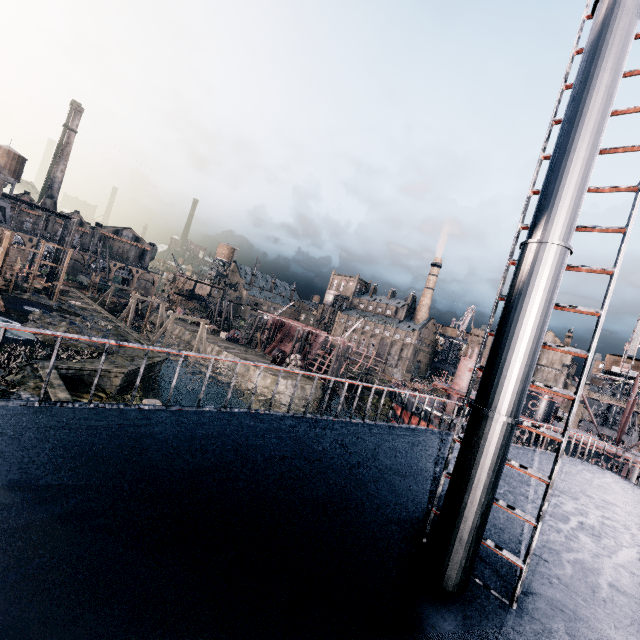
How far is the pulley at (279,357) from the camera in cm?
5066

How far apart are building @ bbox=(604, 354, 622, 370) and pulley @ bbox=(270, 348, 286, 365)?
51.9m

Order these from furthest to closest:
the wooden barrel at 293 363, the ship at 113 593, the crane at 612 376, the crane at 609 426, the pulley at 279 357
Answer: the pulley at 279 357
the wooden barrel at 293 363
the crane at 609 426
the crane at 612 376
the ship at 113 593

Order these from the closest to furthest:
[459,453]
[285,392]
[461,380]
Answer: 1. [459,453]
2. [285,392]
3. [461,380]

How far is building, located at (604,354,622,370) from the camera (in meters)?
52.22

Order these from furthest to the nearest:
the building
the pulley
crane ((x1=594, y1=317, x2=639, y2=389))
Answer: the building → the pulley → crane ((x1=594, y1=317, x2=639, y2=389))

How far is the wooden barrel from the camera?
49.1 meters

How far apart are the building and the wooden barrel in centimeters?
4982cm
